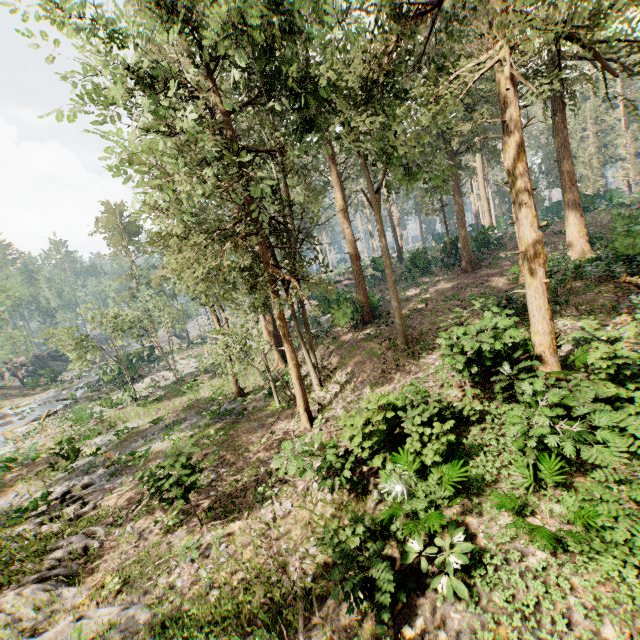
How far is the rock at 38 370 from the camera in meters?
50.2 m

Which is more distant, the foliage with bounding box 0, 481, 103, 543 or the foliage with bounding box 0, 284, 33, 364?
the foliage with bounding box 0, 284, 33, 364

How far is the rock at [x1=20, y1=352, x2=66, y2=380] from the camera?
50.2 meters

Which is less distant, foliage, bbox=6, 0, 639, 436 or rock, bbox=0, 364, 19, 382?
foliage, bbox=6, 0, 639, 436

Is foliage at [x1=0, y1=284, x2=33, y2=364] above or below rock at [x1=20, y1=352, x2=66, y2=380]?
above

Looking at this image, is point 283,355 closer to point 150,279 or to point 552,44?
point 552,44

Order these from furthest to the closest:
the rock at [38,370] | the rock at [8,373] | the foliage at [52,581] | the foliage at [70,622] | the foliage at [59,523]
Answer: the rock at [8,373]
the rock at [38,370]
the foliage at [59,523]
the foliage at [52,581]
the foliage at [70,622]
